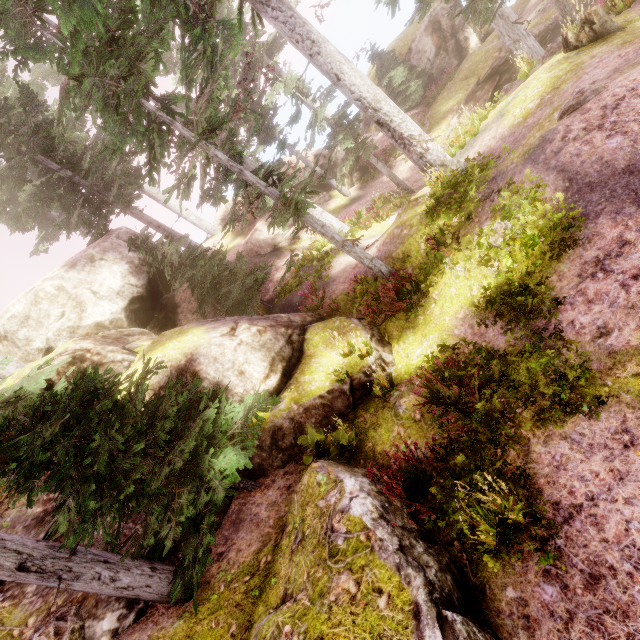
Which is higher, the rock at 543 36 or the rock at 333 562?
the rock at 333 562

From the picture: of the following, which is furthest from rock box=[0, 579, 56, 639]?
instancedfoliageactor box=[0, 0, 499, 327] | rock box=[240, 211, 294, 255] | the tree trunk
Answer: the tree trunk

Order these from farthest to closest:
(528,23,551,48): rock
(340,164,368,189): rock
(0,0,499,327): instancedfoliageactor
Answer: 1. (340,164,368,189): rock
2. (528,23,551,48): rock
3. (0,0,499,327): instancedfoliageactor

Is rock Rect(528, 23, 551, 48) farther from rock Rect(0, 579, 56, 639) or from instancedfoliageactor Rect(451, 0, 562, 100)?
rock Rect(0, 579, 56, 639)

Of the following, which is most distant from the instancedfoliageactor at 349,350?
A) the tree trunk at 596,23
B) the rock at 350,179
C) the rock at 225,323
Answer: the tree trunk at 596,23

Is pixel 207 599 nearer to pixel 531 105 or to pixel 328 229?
pixel 328 229

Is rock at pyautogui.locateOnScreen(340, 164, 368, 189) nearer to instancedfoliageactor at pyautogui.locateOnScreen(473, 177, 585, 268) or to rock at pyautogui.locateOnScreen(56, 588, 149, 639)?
instancedfoliageactor at pyautogui.locateOnScreen(473, 177, 585, 268)

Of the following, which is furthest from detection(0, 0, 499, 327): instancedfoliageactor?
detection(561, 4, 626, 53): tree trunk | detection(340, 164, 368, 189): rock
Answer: detection(561, 4, 626, 53): tree trunk
